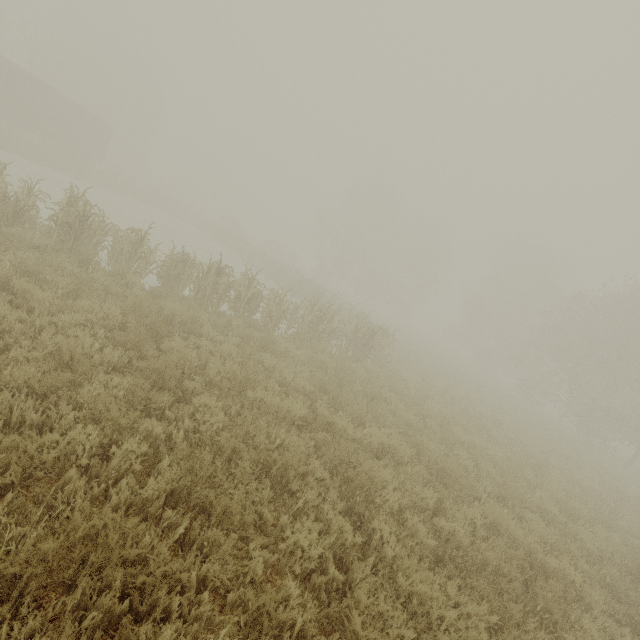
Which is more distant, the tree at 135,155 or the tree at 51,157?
the tree at 51,157

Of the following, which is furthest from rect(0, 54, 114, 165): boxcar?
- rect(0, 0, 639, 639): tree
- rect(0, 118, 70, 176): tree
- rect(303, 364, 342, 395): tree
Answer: rect(0, 0, 639, 639): tree

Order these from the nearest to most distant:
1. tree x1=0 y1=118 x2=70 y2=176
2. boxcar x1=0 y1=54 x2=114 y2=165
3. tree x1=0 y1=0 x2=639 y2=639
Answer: tree x1=0 y1=0 x2=639 y2=639 → tree x1=0 y1=118 x2=70 y2=176 → boxcar x1=0 y1=54 x2=114 y2=165

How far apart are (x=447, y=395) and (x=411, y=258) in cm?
3352

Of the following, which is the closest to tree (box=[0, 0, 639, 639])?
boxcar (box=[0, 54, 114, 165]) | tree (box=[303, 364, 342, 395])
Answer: tree (box=[303, 364, 342, 395])

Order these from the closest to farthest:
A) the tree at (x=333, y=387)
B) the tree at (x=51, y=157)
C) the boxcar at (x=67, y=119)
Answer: the tree at (x=333, y=387)
the tree at (x=51, y=157)
the boxcar at (x=67, y=119)

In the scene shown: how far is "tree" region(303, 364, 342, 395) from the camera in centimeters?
796cm
